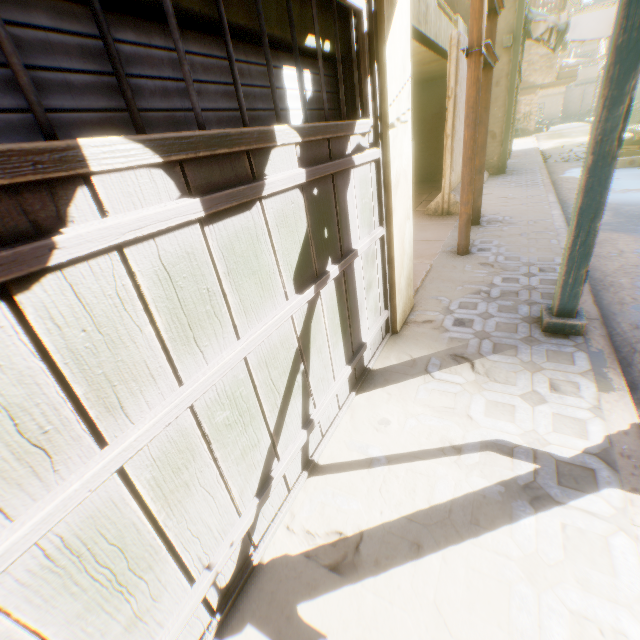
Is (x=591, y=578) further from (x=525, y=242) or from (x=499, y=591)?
(x=525, y=242)

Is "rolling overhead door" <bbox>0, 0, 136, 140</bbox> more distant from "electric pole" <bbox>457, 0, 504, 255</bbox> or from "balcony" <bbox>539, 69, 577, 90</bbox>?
"balcony" <bbox>539, 69, 577, 90</bbox>

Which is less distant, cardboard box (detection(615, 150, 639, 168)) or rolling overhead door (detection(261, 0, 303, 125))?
rolling overhead door (detection(261, 0, 303, 125))

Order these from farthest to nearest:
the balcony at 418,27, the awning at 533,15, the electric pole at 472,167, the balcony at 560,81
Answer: the balcony at 560,81 → the awning at 533,15 → the balcony at 418,27 → the electric pole at 472,167

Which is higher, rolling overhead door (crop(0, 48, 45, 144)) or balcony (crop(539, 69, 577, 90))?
balcony (crop(539, 69, 577, 90))

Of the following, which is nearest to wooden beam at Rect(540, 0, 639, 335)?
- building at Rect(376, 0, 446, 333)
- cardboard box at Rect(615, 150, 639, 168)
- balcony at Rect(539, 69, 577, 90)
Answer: building at Rect(376, 0, 446, 333)

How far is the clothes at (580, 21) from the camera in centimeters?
941cm

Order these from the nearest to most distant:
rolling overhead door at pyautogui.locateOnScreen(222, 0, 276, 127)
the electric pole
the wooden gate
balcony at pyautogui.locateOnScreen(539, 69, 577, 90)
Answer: the wooden gate → rolling overhead door at pyautogui.locateOnScreen(222, 0, 276, 127) → the electric pole → balcony at pyautogui.locateOnScreen(539, 69, 577, 90)
